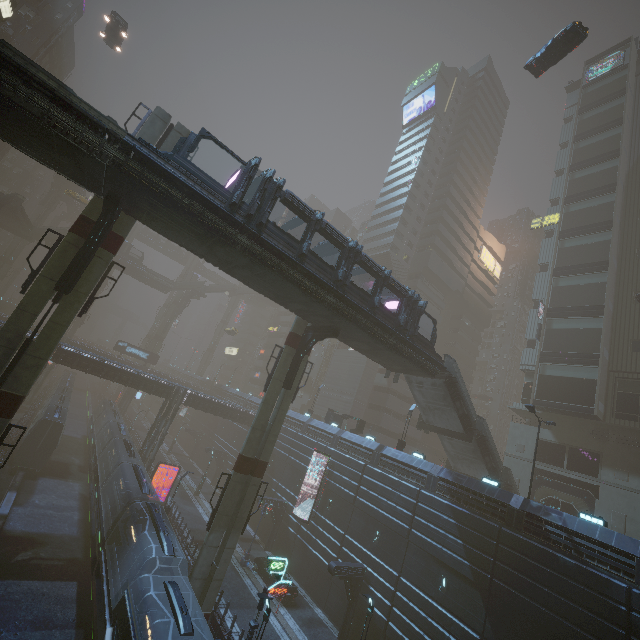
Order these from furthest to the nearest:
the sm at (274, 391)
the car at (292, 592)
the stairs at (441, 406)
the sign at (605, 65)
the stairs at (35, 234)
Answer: the stairs at (35, 234)
the sign at (605, 65)
the stairs at (441, 406)
the car at (292, 592)
the sm at (274, 391)

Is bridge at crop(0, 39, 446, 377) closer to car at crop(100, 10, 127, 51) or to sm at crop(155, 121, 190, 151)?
sm at crop(155, 121, 190, 151)

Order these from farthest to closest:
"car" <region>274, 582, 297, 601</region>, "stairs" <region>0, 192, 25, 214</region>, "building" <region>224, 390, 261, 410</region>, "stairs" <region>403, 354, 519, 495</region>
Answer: "building" <region>224, 390, 261, 410</region> → "stairs" <region>0, 192, 25, 214</region> → "stairs" <region>403, 354, 519, 495</region> → "car" <region>274, 582, 297, 601</region>

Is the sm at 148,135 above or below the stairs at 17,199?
below

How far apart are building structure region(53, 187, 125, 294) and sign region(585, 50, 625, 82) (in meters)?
71.95

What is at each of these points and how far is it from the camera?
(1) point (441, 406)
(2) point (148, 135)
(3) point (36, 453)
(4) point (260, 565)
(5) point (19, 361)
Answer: (1) stairs, 28.05m
(2) sm, 18.38m
(3) train, 31.94m
(4) car, 28.47m
(5) sm, 14.86m

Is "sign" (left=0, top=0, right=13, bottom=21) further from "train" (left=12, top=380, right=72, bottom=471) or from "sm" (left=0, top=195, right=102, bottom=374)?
"train" (left=12, top=380, right=72, bottom=471)

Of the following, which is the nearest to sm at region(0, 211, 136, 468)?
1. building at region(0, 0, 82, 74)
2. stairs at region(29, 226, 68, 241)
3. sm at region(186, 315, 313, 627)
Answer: building at region(0, 0, 82, 74)
